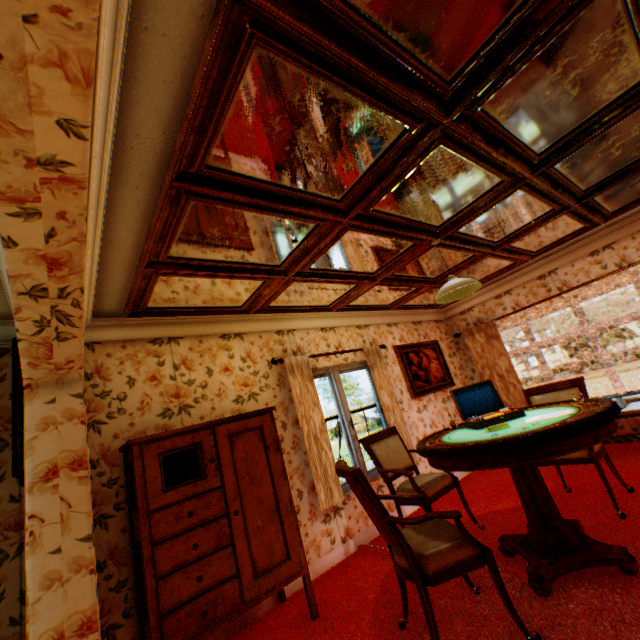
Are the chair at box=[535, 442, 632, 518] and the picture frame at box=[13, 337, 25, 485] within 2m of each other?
no

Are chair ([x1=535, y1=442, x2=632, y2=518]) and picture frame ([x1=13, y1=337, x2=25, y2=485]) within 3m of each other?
no

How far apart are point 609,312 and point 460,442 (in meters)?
74.35

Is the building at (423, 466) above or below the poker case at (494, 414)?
below

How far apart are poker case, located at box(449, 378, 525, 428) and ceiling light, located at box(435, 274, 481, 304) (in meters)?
0.95

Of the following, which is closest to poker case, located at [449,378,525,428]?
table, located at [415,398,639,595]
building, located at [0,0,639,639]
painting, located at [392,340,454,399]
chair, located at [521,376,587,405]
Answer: table, located at [415,398,639,595]

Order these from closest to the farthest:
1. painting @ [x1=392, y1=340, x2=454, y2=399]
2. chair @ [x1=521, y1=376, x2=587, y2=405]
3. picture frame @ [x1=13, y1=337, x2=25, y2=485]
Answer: picture frame @ [x1=13, y1=337, x2=25, y2=485] < chair @ [x1=521, y1=376, x2=587, y2=405] < painting @ [x1=392, y1=340, x2=454, y2=399]

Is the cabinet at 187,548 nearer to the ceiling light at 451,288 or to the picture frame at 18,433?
the picture frame at 18,433
